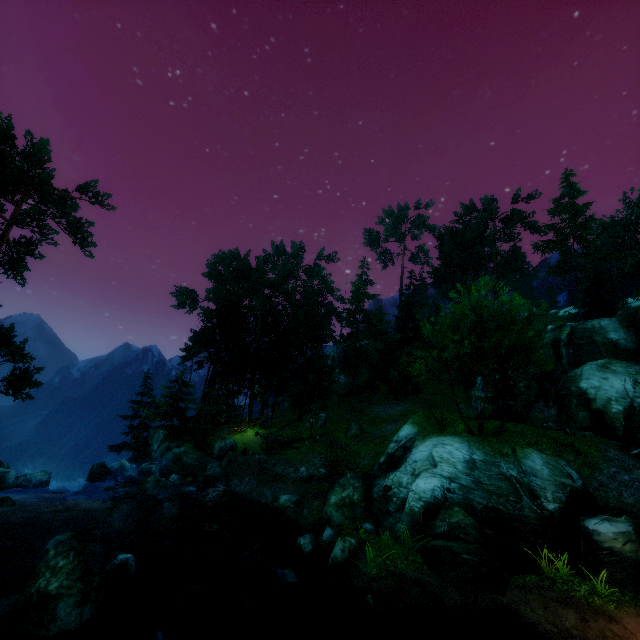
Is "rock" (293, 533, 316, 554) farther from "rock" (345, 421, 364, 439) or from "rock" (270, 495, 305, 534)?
"rock" (345, 421, 364, 439)

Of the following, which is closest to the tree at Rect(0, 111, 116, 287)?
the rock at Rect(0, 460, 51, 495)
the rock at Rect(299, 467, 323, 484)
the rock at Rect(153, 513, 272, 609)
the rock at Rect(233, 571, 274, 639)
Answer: the rock at Rect(0, 460, 51, 495)

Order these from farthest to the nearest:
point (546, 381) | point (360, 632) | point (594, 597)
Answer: point (546, 381) < point (594, 597) < point (360, 632)

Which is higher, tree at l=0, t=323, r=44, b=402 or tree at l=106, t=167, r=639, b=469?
tree at l=106, t=167, r=639, b=469

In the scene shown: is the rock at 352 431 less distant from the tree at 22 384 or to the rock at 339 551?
the tree at 22 384

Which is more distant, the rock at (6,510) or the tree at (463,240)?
the tree at (463,240)

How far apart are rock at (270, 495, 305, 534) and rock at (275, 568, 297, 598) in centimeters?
568cm

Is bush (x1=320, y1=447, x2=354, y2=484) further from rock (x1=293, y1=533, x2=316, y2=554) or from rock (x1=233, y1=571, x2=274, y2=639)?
rock (x1=233, y1=571, x2=274, y2=639)
